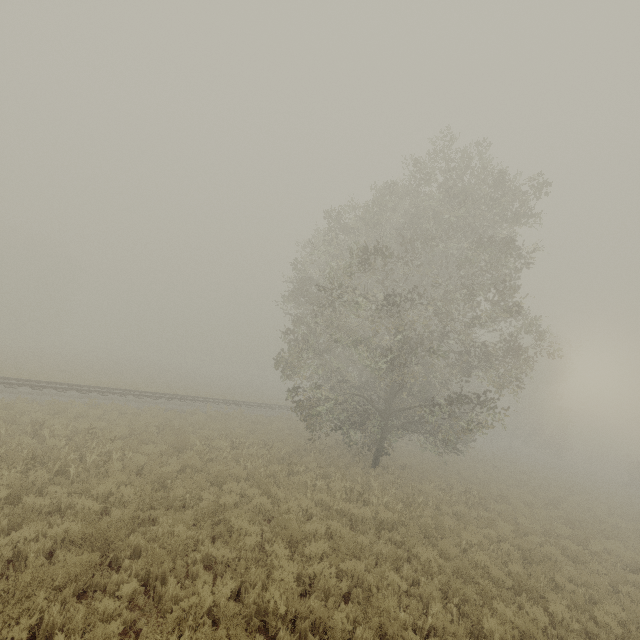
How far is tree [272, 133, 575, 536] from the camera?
13.78m

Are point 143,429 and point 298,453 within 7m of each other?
no

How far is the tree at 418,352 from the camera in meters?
13.8 m
